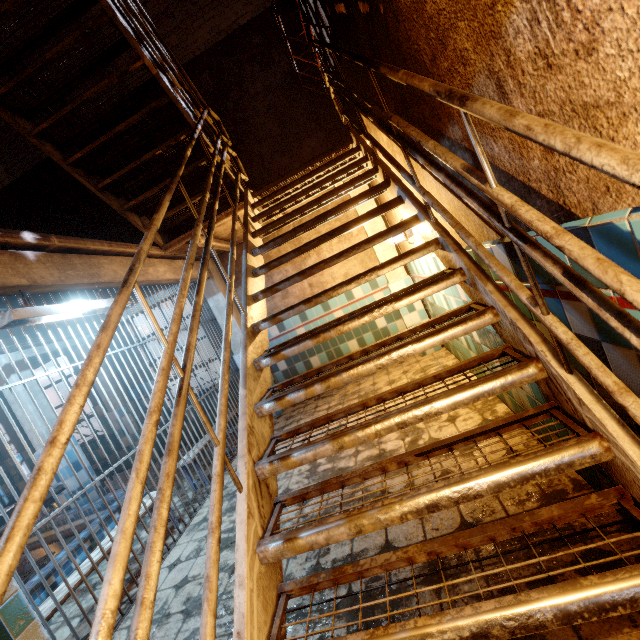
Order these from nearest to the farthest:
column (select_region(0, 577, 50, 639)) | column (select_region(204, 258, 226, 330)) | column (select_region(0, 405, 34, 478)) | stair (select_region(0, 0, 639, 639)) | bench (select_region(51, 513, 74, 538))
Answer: stair (select_region(0, 0, 639, 639))
column (select_region(0, 577, 50, 639))
bench (select_region(51, 513, 74, 538))
column (select_region(204, 258, 226, 330))
column (select_region(0, 405, 34, 478))

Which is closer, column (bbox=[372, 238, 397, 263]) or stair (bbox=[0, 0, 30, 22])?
stair (bbox=[0, 0, 30, 22])

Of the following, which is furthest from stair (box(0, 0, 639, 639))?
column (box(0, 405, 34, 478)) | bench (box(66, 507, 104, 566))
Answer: column (box(0, 405, 34, 478))

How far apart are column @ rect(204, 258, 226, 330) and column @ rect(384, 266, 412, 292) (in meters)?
2.54

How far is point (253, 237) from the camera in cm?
307

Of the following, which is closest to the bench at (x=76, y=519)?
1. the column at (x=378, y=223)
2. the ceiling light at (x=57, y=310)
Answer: the ceiling light at (x=57, y=310)

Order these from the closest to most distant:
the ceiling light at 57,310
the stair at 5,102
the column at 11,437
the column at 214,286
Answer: the stair at 5,102, the ceiling light at 57,310, the column at 214,286, the column at 11,437
